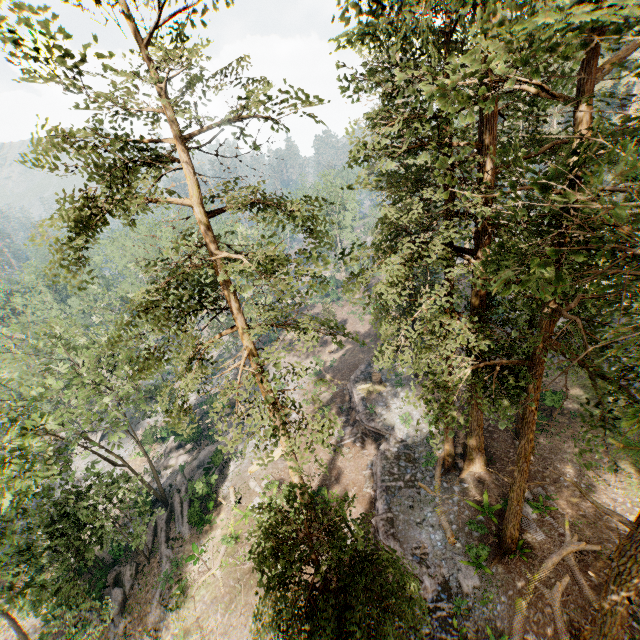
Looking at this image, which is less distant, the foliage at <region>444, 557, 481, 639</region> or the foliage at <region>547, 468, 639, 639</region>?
the foliage at <region>547, 468, 639, 639</region>

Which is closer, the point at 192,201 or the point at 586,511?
the point at 192,201

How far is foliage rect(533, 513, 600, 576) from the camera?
15.7m

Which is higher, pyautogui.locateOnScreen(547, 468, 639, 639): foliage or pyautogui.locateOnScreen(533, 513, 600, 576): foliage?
pyautogui.locateOnScreen(547, 468, 639, 639): foliage

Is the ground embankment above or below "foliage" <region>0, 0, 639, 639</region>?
below

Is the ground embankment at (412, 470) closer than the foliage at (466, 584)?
No

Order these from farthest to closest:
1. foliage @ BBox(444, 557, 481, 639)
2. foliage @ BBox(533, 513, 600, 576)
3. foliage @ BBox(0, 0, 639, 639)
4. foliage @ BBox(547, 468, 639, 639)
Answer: foliage @ BBox(533, 513, 600, 576) → foliage @ BBox(444, 557, 481, 639) → foliage @ BBox(547, 468, 639, 639) → foliage @ BBox(0, 0, 639, 639)
